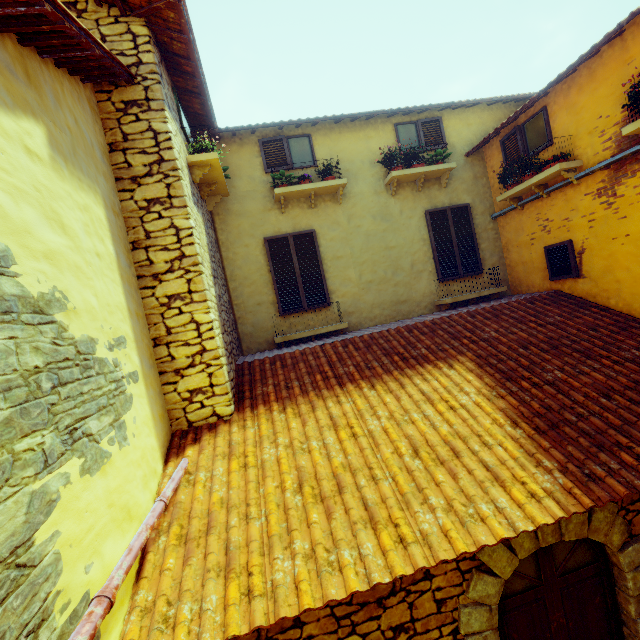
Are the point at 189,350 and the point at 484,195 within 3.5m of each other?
no

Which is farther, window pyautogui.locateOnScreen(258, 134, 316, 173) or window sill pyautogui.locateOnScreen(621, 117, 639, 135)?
window pyautogui.locateOnScreen(258, 134, 316, 173)

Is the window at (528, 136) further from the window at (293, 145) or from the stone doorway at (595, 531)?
the window at (293, 145)

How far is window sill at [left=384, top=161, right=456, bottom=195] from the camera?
6.8m

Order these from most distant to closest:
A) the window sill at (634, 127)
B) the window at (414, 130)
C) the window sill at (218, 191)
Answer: the window at (414, 130), the window sill at (218, 191), the window sill at (634, 127)

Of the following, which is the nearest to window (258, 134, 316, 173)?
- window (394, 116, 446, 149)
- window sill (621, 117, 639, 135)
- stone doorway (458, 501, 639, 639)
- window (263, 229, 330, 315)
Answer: window (263, 229, 330, 315)

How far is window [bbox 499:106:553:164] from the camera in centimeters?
593cm

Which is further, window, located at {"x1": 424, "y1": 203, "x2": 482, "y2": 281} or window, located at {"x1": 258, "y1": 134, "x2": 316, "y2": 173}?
window, located at {"x1": 424, "y1": 203, "x2": 482, "y2": 281}
